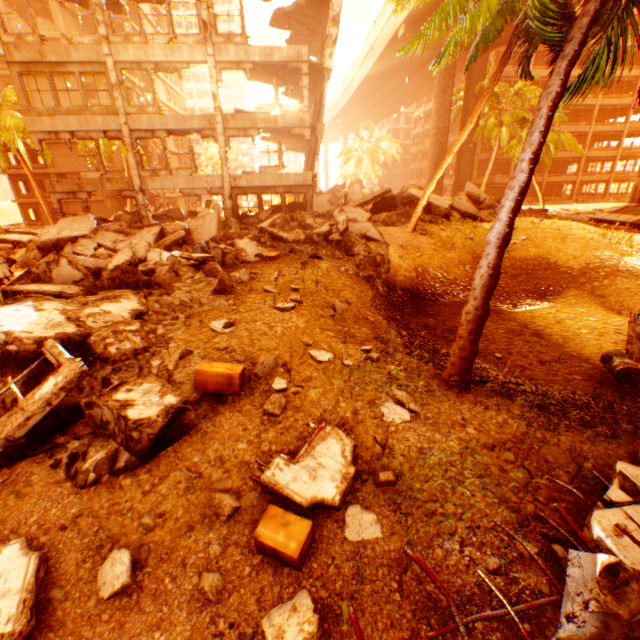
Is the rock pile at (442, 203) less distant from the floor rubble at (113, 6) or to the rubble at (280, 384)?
the rubble at (280, 384)

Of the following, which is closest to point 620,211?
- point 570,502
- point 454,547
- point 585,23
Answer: point 585,23

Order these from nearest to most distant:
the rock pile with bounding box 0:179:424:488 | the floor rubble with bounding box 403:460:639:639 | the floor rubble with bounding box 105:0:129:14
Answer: the floor rubble with bounding box 403:460:639:639 < the rock pile with bounding box 0:179:424:488 < the floor rubble with bounding box 105:0:129:14

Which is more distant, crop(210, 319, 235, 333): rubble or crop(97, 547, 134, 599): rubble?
crop(210, 319, 235, 333): rubble

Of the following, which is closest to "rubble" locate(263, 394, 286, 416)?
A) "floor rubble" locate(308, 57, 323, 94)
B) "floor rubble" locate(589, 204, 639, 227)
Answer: "floor rubble" locate(589, 204, 639, 227)

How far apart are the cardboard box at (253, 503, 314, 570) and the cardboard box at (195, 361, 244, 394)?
2.00m

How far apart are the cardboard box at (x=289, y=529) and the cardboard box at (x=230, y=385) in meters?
2.0 m

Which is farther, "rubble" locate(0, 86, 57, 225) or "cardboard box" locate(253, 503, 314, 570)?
"rubble" locate(0, 86, 57, 225)
